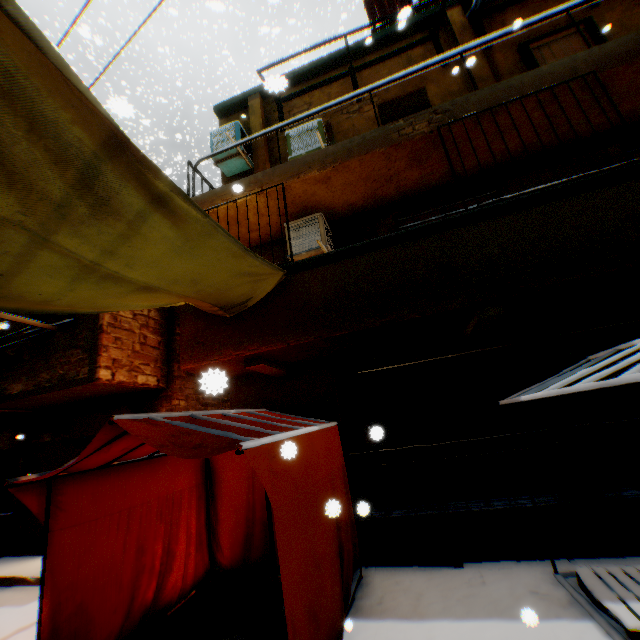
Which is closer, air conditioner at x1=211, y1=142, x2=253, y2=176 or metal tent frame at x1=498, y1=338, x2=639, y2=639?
metal tent frame at x1=498, y1=338, x2=639, y2=639

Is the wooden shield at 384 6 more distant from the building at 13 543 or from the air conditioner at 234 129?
the air conditioner at 234 129

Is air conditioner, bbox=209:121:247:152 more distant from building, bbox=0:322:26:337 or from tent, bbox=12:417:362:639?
tent, bbox=12:417:362:639

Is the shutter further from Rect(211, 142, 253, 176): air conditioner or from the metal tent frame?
the metal tent frame

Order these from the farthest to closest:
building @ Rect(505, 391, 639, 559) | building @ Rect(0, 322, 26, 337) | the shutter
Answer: the shutter < building @ Rect(0, 322, 26, 337) < building @ Rect(505, 391, 639, 559)

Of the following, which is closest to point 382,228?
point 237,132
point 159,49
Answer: point 237,132

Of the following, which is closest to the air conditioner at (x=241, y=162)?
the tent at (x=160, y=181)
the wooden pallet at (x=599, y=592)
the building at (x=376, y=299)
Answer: the building at (x=376, y=299)
